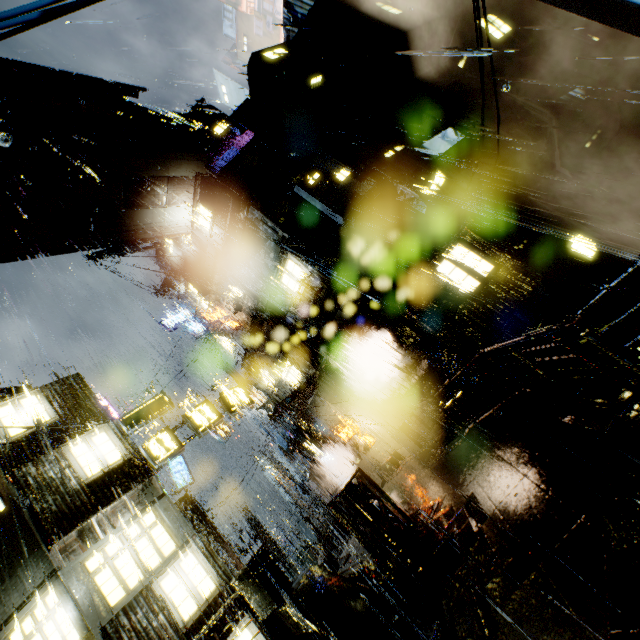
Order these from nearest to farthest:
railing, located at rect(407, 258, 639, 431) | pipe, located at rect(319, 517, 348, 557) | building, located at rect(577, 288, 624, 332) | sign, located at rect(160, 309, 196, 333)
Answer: railing, located at rect(407, 258, 639, 431) < building, located at rect(577, 288, 624, 332) < pipe, located at rect(319, 517, 348, 557) < sign, located at rect(160, 309, 196, 333)

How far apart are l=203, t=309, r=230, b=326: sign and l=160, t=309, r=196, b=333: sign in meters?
6.7 m

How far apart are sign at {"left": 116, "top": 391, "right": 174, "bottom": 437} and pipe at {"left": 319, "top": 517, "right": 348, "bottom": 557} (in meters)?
14.55

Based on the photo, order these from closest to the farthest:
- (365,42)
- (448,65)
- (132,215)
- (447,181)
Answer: (447,181) → (132,215) → (365,42) → (448,65)

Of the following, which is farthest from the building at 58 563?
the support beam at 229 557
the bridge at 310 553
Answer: the support beam at 229 557

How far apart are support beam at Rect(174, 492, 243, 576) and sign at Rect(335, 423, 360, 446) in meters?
9.3 m

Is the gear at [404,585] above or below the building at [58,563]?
below

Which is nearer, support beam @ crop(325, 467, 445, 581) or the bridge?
support beam @ crop(325, 467, 445, 581)
